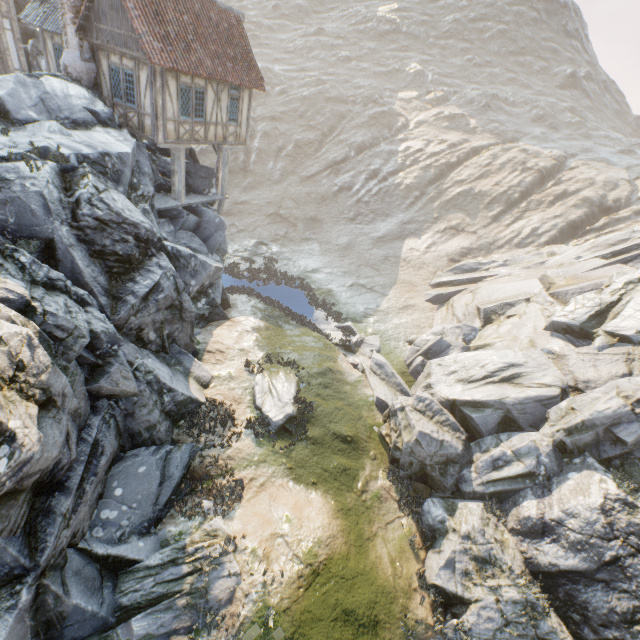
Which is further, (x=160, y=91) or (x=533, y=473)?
(x=160, y=91)

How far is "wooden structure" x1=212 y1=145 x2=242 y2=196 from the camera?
18.91m

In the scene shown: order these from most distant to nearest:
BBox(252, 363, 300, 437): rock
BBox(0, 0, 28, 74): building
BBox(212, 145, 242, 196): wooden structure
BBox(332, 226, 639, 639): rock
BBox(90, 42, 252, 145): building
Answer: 1. BBox(212, 145, 242, 196): wooden structure
2. BBox(0, 0, 28, 74): building
3. BBox(90, 42, 252, 145): building
4. BBox(252, 363, 300, 437): rock
5. BBox(332, 226, 639, 639): rock

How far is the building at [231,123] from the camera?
13.89m

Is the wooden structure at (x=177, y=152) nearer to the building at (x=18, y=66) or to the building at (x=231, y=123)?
the building at (x=231, y=123)

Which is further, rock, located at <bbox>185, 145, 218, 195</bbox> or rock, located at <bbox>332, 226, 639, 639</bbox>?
rock, located at <bbox>185, 145, 218, 195</bbox>

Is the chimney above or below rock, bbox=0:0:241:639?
above

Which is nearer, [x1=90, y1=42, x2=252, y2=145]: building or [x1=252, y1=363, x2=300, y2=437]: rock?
[x1=252, y1=363, x2=300, y2=437]: rock
